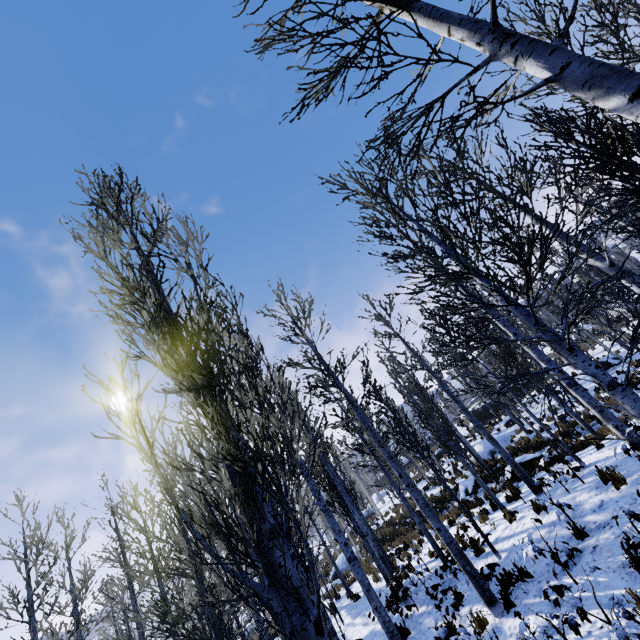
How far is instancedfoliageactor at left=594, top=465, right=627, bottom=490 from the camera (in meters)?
6.64

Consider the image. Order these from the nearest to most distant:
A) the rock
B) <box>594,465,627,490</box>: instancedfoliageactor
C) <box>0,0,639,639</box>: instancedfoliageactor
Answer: <box>0,0,639,639</box>: instancedfoliageactor, <box>594,465,627,490</box>: instancedfoliageactor, the rock

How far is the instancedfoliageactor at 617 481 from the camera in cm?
664

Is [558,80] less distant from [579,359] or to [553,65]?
[553,65]

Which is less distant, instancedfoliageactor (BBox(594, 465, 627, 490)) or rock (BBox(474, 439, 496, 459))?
instancedfoliageactor (BBox(594, 465, 627, 490))

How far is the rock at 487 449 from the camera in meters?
20.6

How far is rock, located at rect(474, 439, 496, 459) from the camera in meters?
20.6

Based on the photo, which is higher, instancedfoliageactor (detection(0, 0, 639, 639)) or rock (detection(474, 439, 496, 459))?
instancedfoliageactor (detection(0, 0, 639, 639))
